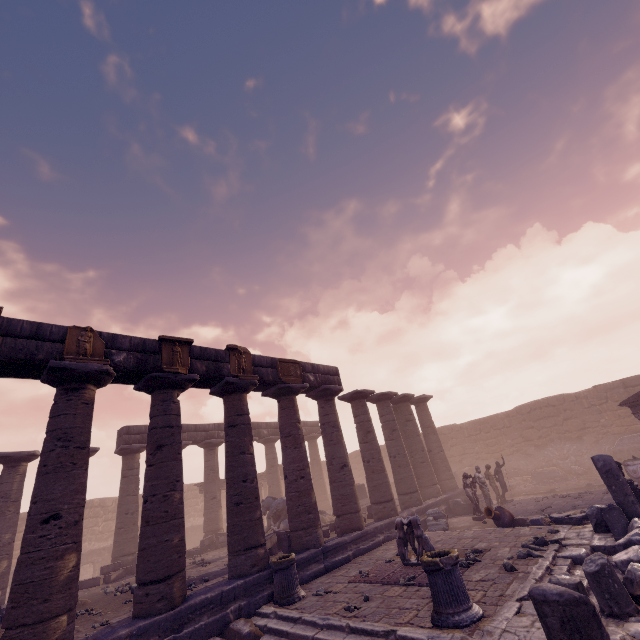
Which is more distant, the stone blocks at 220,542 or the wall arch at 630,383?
the wall arch at 630,383

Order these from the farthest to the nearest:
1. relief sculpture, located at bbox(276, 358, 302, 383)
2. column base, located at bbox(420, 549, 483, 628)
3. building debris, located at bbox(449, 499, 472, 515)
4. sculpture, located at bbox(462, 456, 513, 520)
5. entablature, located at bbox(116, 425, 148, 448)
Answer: entablature, located at bbox(116, 425, 148, 448) < building debris, located at bbox(449, 499, 472, 515) < sculpture, located at bbox(462, 456, 513, 520) < relief sculpture, located at bbox(276, 358, 302, 383) < column base, located at bbox(420, 549, 483, 628)

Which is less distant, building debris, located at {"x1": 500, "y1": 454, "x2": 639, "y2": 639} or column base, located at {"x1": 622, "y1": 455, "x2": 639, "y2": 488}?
building debris, located at {"x1": 500, "y1": 454, "x2": 639, "y2": 639}

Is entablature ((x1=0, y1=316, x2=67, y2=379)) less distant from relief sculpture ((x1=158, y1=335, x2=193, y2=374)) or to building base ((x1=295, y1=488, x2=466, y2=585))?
relief sculpture ((x1=158, y1=335, x2=193, y2=374))

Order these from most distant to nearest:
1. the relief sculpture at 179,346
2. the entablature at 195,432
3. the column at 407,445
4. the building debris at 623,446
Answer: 1. the entablature at 195,432
2. the building debris at 623,446
3. the column at 407,445
4. the relief sculpture at 179,346

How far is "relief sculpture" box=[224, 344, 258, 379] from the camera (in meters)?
10.87

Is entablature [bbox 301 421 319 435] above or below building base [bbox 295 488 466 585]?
above

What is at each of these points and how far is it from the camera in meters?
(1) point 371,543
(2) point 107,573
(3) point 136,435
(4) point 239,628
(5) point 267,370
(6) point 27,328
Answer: (1) building base, 11.3 m
(2) stone blocks, 13.3 m
(3) entablature, 17.2 m
(4) debris pile, 7.0 m
(5) entablature, 12.0 m
(6) entablature, 7.4 m
